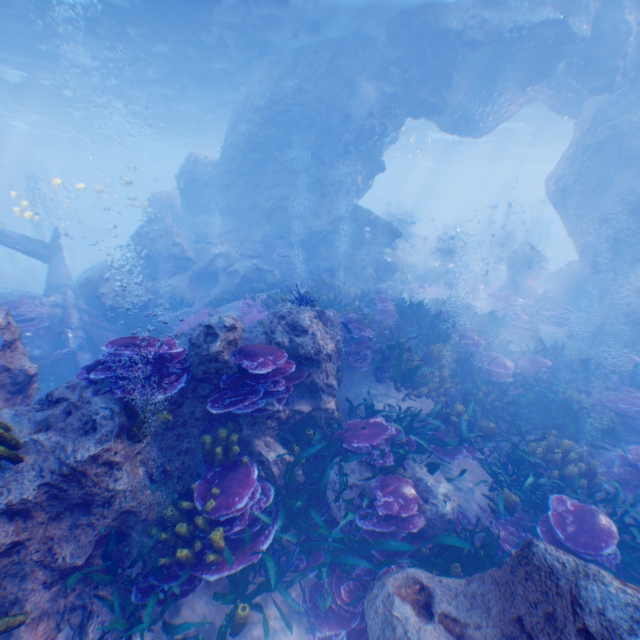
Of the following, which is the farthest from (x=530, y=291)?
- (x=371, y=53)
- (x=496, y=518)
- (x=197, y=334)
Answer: (x=197, y=334)

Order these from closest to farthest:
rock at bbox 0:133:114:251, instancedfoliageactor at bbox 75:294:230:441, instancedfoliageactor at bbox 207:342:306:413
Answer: instancedfoliageactor at bbox 75:294:230:441 < instancedfoliageactor at bbox 207:342:306:413 < rock at bbox 0:133:114:251

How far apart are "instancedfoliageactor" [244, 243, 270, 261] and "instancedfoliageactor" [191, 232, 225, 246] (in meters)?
1.34

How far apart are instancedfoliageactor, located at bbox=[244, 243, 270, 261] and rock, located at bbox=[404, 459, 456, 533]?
13.56m

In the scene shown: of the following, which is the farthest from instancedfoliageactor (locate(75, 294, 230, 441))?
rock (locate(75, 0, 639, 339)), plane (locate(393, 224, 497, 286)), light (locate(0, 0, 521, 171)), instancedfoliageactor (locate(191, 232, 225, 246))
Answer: plane (locate(393, 224, 497, 286))

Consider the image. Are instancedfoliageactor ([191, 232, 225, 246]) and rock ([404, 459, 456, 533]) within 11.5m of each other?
no

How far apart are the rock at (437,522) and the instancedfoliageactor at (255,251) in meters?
13.6 m

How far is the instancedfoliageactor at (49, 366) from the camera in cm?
1009
